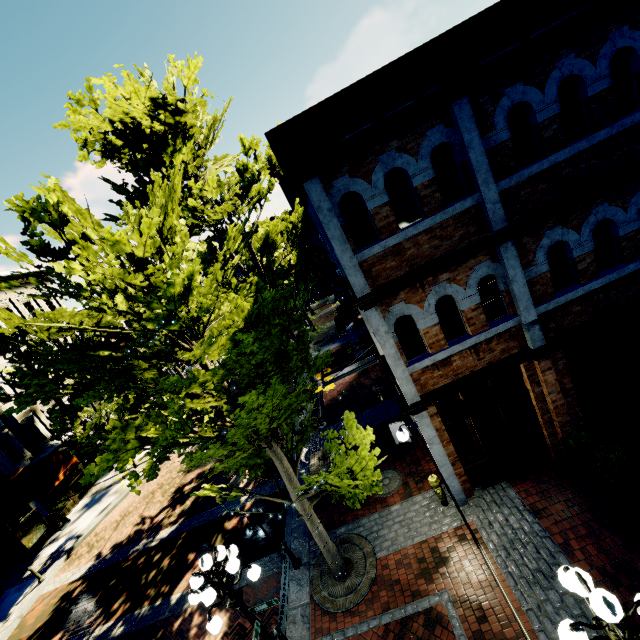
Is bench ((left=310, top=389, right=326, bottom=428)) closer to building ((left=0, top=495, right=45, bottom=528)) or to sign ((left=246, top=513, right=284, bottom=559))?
sign ((left=246, top=513, right=284, bottom=559))

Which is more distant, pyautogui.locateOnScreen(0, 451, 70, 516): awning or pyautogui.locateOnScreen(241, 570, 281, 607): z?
pyautogui.locateOnScreen(0, 451, 70, 516): awning

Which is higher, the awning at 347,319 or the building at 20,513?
the awning at 347,319

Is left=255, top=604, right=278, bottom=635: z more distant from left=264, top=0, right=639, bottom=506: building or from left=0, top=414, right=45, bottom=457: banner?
left=0, top=414, right=45, bottom=457: banner

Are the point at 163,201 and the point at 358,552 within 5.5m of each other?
no

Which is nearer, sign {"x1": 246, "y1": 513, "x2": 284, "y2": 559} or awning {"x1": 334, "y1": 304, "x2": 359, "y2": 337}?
sign {"x1": 246, "y1": 513, "x2": 284, "y2": 559}

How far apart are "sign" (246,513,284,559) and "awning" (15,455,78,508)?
11.9m

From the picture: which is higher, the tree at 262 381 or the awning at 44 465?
the tree at 262 381
